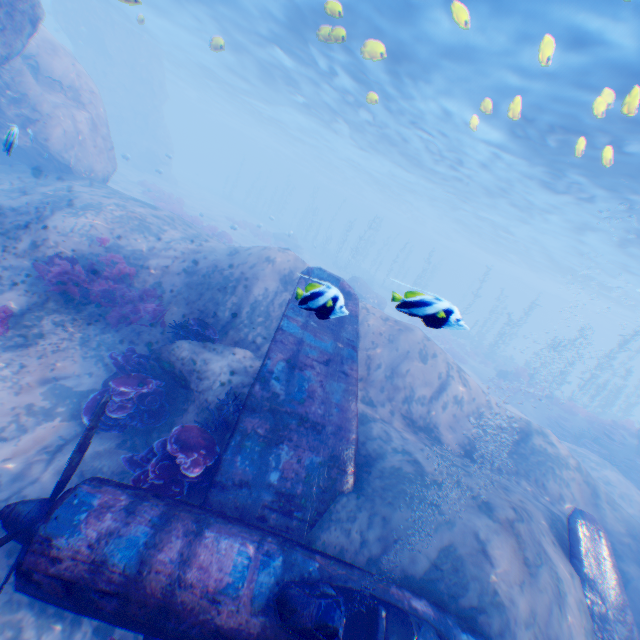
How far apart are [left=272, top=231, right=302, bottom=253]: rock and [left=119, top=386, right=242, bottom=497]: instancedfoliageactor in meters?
30.7 m

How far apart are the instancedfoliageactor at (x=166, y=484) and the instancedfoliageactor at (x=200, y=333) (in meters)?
2.49

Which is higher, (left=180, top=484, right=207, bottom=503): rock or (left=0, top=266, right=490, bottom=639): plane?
(left=0, top=266, right=490, bottom=639): plane

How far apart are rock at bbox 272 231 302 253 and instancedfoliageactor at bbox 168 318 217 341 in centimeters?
2728cm

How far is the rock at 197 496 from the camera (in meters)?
5.59

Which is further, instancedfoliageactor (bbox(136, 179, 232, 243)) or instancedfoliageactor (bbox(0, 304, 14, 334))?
instancedfoliageactor (bbox(136, 179, 232, 243))

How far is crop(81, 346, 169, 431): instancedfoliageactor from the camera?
6.5 meters

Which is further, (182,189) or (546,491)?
(182,189)
